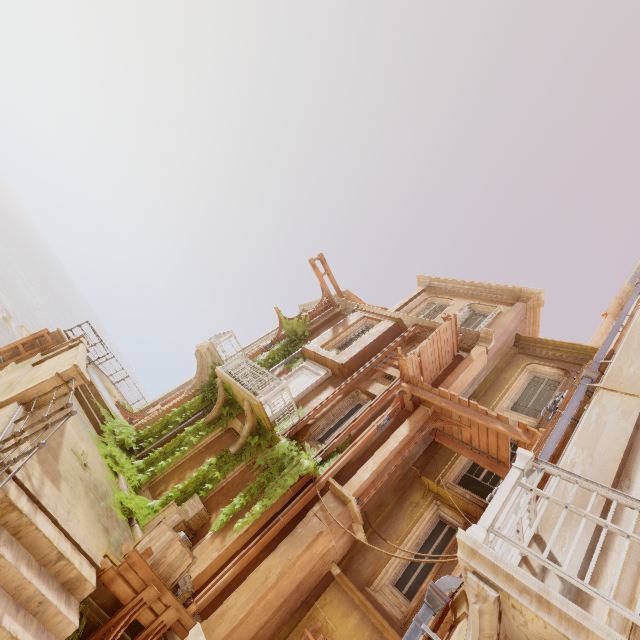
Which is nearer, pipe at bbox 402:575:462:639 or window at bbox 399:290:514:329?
pipe at bbox 402:575:462:639

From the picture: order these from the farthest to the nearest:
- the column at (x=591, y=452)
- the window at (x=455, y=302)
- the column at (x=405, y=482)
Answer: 1. the window at (x=455, y=302)
2. the column at (x=405, y=482)
3. the column at (x=591, y=452)

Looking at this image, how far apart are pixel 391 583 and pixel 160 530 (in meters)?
6.15

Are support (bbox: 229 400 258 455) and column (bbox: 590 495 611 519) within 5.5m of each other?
no

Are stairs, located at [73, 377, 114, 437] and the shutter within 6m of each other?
no

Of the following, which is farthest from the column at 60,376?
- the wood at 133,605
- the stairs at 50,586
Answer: the wood at 133,605

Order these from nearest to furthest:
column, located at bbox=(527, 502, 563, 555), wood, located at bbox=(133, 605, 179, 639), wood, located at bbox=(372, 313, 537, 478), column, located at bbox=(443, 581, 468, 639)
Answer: column, located at bbox=(443, 581, 468, 639), column, located at bbox=(527, 502, 563, 555), wood, located at bbox=(133, 605, 179, 639), wood, located at bbox=(372, 313, 537, 478)

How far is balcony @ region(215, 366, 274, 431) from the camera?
10.53m
